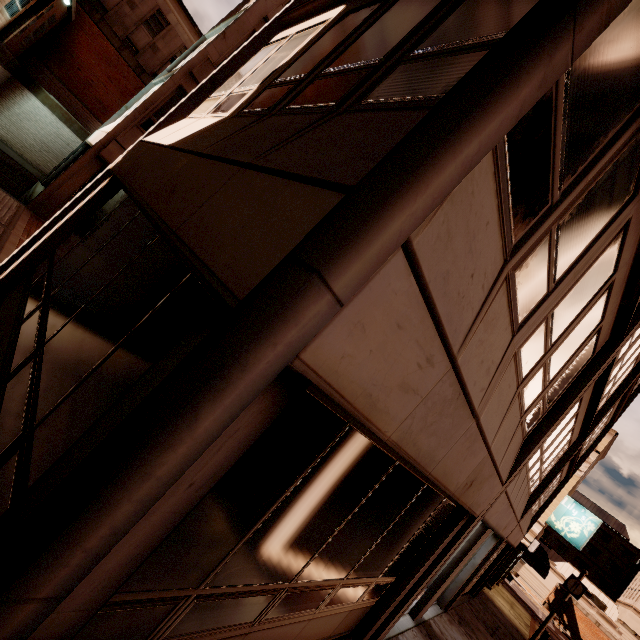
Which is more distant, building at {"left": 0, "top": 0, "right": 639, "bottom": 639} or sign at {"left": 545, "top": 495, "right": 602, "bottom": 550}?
sign at {"left": 545, "top": 495, "right": 602, "bottom": 550}

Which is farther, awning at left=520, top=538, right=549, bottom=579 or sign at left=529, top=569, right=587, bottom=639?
awning at left=520, top=538, right=549, bottom=579

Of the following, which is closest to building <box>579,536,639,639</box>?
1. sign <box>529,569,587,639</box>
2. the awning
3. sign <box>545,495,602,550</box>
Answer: the awning

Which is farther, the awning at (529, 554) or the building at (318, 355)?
the awning at (529, 554)

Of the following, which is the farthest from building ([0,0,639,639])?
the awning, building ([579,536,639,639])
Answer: building ([579,536,639,639])

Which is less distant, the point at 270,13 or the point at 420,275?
the point at 420,275

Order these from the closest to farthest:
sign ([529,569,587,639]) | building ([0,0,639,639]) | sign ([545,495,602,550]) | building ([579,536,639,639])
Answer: building ([0,0,639,639]) < sign ([529,569,587,639]) < sign ([545,495,602,550]) < building ([579,536,639,639])

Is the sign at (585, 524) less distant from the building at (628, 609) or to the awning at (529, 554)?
the awning at (529, 554)
